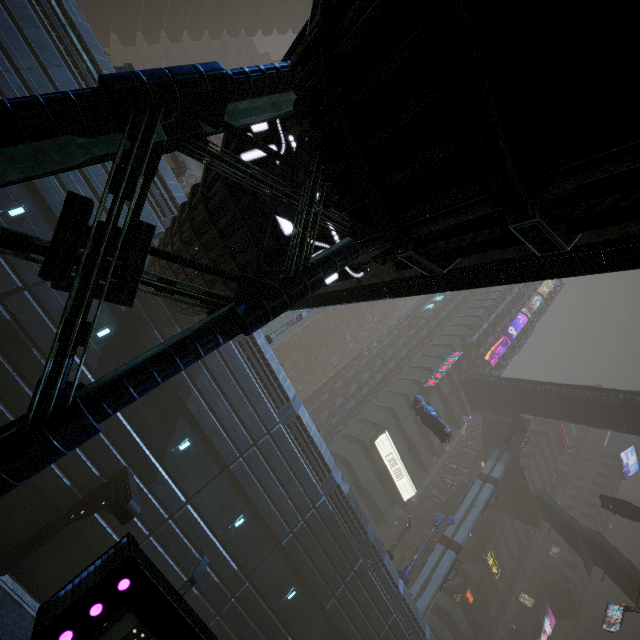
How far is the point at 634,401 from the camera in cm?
3219

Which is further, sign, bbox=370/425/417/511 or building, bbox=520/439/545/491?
building, bbox=520/439/545/491

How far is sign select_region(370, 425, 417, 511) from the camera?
38.6 meters

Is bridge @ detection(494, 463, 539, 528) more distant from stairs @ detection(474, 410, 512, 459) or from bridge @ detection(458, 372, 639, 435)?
bridge @ detection(458, 372, 639, 435)

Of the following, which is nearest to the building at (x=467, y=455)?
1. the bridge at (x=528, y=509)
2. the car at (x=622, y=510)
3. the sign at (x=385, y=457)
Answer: the sign at (x=385, y=457)

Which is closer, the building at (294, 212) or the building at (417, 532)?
the building at (294, 212)

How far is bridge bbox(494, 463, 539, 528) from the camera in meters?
45.6

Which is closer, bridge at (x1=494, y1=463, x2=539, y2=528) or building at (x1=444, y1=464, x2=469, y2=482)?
bridge at (x1=494, y1=463, x2=539, y2=528)
